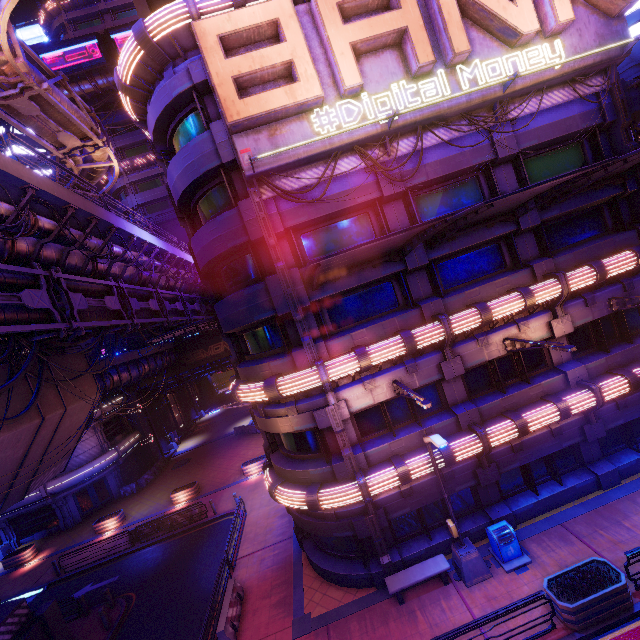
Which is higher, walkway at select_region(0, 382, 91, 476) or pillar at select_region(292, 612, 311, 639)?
walkway at select_region(0, 382, 91, 476)

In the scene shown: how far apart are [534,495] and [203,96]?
21.19m

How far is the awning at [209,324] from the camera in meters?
16.5

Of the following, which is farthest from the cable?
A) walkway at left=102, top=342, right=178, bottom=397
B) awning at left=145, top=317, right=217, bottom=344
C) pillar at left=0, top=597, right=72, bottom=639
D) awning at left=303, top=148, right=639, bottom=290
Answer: awning at left=303, top=148, right=639, bottom=290

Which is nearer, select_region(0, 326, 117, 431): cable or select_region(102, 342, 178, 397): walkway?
select_region(0, 326, 117, 431): cable

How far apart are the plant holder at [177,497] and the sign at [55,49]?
44.5m

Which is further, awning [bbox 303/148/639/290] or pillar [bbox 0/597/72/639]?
pillar [bbox 0/597/72/639]

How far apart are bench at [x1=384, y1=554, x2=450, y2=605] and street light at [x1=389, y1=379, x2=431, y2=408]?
6.4m
